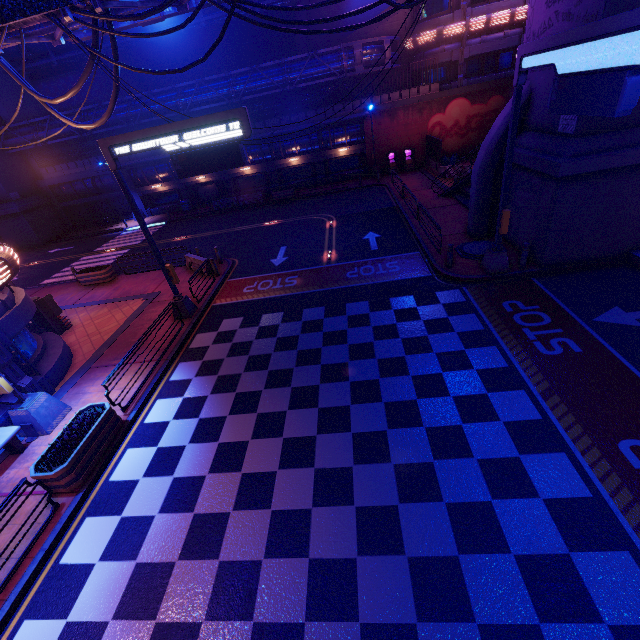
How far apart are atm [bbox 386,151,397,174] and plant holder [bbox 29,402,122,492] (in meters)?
30.76

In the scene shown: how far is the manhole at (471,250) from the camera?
14.4 meters

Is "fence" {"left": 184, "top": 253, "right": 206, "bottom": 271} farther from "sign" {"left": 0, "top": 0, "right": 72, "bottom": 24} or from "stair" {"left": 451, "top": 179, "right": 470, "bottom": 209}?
"stair" {"left": 451, "top": 179, "right": 470, "bottom": 209}

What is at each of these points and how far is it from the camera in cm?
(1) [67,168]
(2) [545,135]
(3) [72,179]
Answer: (1) fence, 3384
(2) wall arch, 1201
(3) walkway, 3431

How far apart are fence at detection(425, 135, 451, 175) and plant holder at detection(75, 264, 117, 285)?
25.7m

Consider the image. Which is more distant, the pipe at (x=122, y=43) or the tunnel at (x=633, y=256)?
the pipe at (x=122, y=43)

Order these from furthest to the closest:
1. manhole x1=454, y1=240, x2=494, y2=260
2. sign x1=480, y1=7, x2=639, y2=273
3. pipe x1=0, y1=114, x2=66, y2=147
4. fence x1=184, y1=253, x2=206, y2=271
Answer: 1. pipe x1=0, y1=114, x2=66, y2=147
2. fence x1=184, y1=253, x2=206, y2=271
3. manhole x1=454, y1=240, x2=494, y2=260
4. sign x1=480, y1=7, x2=639, y2=273

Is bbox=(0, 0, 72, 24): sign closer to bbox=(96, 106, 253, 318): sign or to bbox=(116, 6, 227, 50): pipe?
bbox=(96, 106, 253, 318): sign
